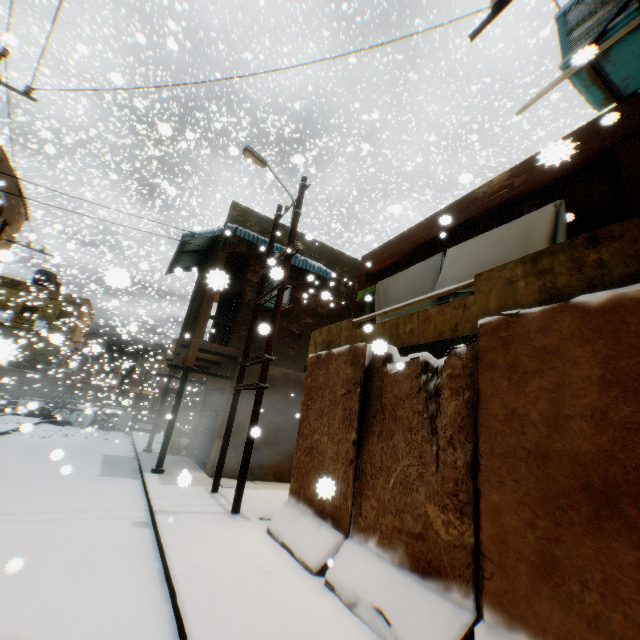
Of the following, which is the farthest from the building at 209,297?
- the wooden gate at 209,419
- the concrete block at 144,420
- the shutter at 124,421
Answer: the shutter at 124,421

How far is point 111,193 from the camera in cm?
4719

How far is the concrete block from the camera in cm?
2291

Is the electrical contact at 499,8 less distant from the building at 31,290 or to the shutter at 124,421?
the building at 31,290

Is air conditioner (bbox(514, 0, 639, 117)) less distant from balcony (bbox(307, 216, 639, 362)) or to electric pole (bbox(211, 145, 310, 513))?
balcony (bbox(307, 216, 639, 362))

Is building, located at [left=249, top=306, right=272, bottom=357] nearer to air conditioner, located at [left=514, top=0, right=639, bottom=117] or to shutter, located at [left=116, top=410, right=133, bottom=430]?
air conditioner, located at [left=514, top=0, right=639, bottom=117]

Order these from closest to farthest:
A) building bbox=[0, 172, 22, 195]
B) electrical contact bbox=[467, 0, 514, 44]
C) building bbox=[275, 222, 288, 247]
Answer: electrical contact bbox=[467, 0, 514, 44] → building bbox=[0, 172, 22, 195] → building bbox=[275, 222, 288, 247]

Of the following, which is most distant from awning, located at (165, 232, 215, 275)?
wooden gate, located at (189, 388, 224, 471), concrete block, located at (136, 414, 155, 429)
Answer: concrete block, located at (136, 414, 155, 429)
